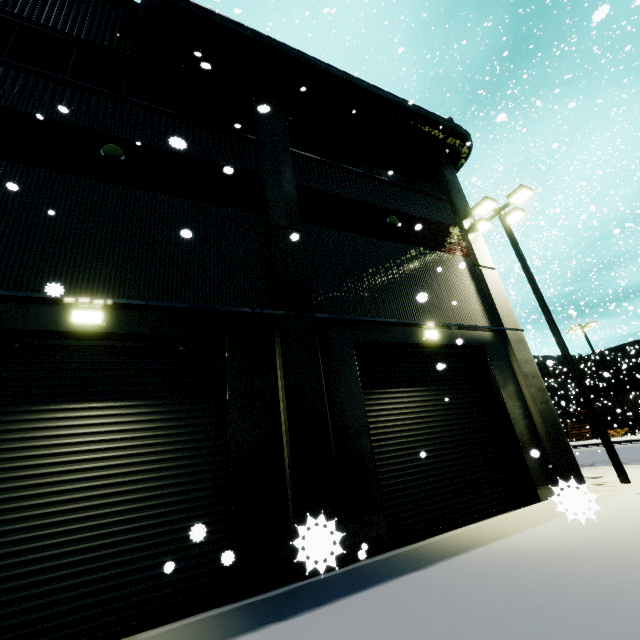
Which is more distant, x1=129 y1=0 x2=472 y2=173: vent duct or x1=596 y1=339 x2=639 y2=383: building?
x1=596 y1=339 x2=639 y2=383: building

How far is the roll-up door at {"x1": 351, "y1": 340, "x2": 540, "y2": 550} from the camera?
7.27m

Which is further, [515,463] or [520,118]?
[520,118]

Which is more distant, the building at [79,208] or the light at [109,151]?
the light at [109,151]

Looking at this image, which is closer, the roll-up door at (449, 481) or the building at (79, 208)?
the building at (79, 208)

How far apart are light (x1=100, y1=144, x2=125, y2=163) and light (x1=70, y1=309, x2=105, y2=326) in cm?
373

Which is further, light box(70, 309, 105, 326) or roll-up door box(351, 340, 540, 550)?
roll-up door box(351, 340, 540, 550)

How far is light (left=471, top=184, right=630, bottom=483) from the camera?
9.20m
